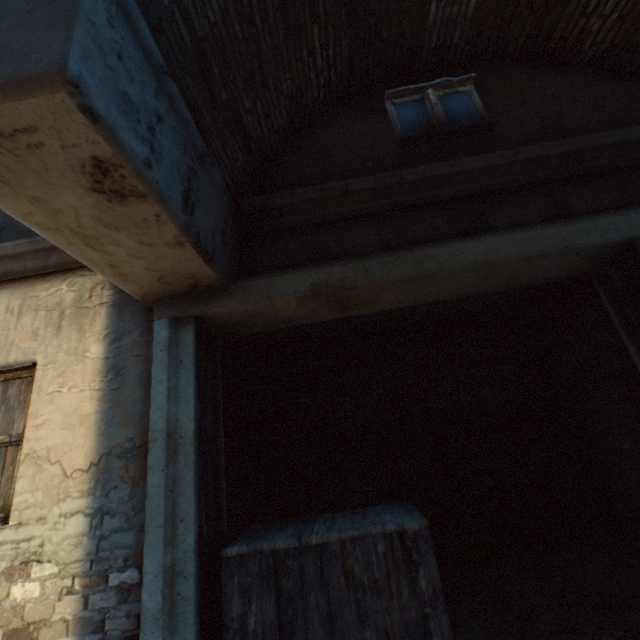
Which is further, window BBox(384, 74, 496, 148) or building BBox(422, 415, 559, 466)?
building BBox(422, 415, 559, 466)

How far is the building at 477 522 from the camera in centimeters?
429cm

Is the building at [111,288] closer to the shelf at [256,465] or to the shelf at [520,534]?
the shelf at [256,465]

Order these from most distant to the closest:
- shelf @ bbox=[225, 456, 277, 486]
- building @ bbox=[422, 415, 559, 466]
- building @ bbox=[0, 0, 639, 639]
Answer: building @ bbox=[422, 415, 559, 466] → shelf @ bbox=[225, 456, 277, 486] → building @ bbox=[0, 0, 639, 639]

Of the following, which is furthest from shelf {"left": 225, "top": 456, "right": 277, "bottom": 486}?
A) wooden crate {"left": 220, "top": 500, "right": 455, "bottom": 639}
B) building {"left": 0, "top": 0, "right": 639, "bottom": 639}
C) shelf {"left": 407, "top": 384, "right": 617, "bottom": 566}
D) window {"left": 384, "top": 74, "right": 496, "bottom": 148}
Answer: building {"left": 0, "top": 0, "right": 639, "bottom": 639}

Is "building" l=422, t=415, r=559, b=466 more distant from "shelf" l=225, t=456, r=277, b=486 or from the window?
"shelf" l=225, t=456, r=277, b=486

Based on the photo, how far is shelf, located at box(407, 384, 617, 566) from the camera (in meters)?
3.94

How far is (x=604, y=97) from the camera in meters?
3.4
